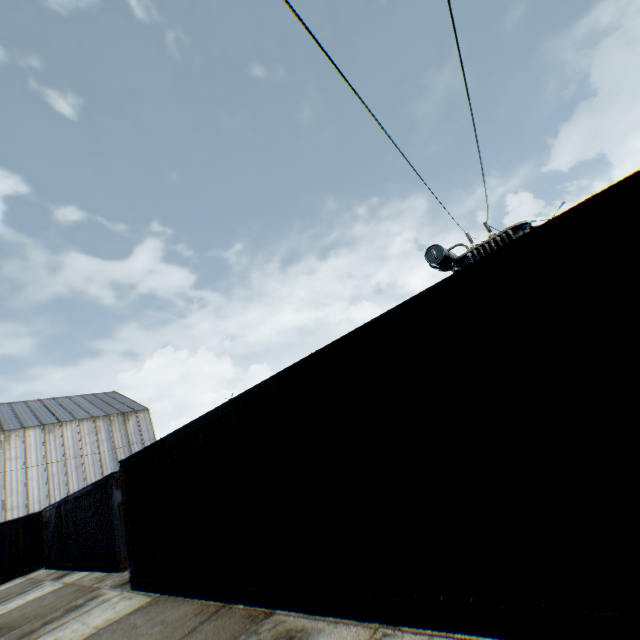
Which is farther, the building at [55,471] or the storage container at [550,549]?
the building at [55,471]

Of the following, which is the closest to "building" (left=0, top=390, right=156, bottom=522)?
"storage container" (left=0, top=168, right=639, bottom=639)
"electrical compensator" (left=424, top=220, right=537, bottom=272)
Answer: "storage container" (left=0, top=168, right=639, bottom=639)

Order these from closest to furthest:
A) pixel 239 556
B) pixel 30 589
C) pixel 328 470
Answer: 1. pixel 328 470
2. pixel 239 556
3. pixel 30 589

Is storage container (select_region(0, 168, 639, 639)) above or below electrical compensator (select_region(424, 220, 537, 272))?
below

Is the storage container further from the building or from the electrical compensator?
the building

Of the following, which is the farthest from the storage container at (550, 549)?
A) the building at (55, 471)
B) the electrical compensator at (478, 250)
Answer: the building at (55, 471)

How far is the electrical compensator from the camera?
11.1m

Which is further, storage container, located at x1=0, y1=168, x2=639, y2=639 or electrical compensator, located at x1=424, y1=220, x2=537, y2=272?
electrical compensator, located at x1=424, y1=220, x2=537, y2=272
